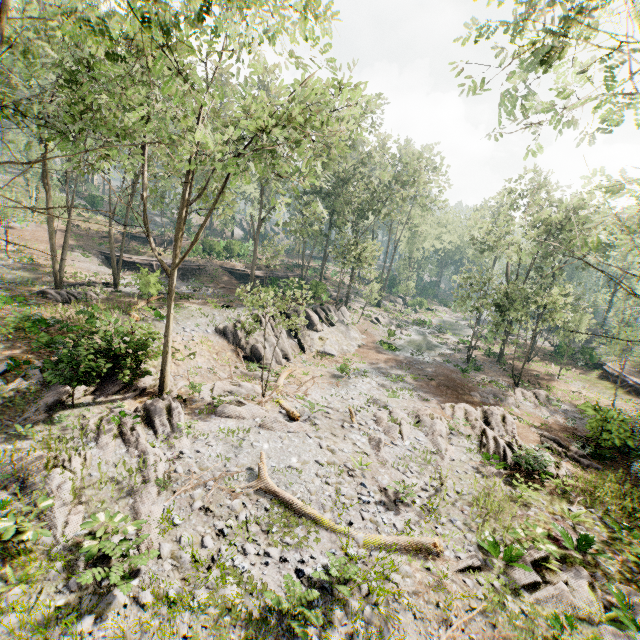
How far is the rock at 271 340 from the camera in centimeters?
2251cm

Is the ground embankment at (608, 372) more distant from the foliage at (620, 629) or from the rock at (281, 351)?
the rock at (281, 351)

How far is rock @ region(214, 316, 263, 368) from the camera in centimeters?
2230cm

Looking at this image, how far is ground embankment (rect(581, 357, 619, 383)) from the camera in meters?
32.0

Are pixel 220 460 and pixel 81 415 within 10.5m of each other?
yes

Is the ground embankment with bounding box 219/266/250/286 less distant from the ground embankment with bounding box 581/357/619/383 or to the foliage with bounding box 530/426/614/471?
the foliage with bounding box 530/426/614/471

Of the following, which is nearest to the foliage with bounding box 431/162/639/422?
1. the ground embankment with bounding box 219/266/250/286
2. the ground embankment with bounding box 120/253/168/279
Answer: the ground embankment with bounding box 219/266/250/286

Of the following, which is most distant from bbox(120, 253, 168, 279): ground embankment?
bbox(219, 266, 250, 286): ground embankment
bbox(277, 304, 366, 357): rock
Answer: bbox(277, 304, 366, 357): rock
